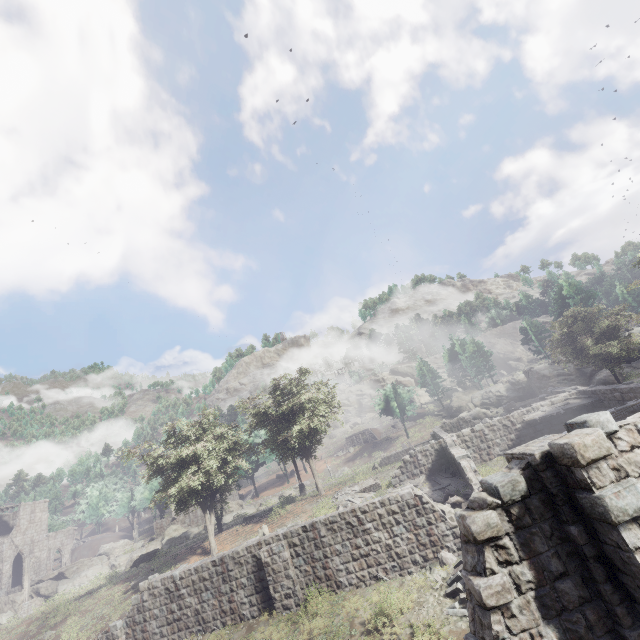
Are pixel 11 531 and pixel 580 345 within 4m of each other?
no

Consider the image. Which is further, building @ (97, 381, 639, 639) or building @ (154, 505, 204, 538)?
building @ (154, 505, 204, 538)

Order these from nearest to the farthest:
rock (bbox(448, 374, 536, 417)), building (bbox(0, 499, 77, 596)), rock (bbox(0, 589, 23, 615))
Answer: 1. rock (bbox(0, 589, 23, 615))
2. building (bbox(0, 499, 77, 596))
3. rock (bbox(448, 374, 536, 417))

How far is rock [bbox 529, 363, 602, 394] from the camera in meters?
41.1

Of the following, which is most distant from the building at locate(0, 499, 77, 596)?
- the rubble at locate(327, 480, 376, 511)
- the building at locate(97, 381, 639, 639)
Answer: the rubble at locate(327, 480, 376, 511)

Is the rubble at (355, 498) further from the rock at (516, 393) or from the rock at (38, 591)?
the rock at (516, 393)

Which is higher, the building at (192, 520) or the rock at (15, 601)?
the building at (192, 520)

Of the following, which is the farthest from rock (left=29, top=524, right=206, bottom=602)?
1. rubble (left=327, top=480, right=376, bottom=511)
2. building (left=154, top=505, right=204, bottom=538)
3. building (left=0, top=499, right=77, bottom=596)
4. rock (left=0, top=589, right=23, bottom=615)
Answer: rubble (left=327, top=480, right=376, bottom=511)
